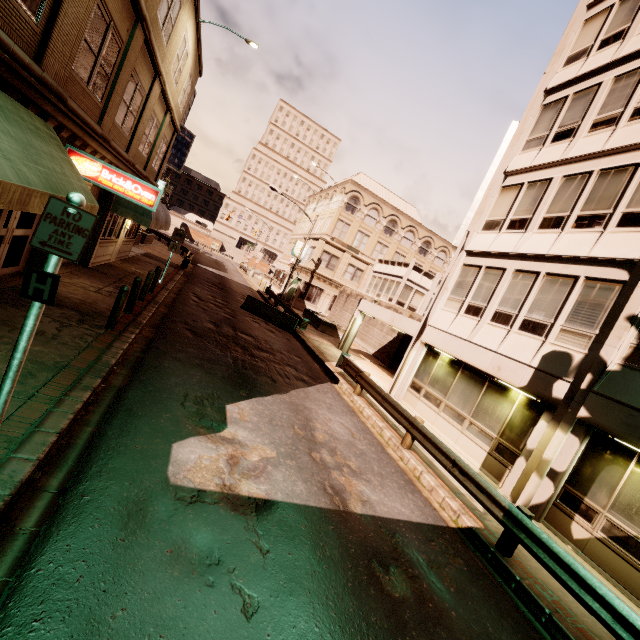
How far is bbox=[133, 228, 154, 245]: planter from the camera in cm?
2677

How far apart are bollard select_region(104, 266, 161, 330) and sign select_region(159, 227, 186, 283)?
6.8m

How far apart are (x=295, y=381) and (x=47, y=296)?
8.6m

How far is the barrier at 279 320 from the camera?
20.4m

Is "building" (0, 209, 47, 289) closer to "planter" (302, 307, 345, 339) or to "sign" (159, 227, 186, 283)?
"sign" (159, 227, 186, 283)

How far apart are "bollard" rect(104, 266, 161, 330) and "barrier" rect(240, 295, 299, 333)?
10.5m

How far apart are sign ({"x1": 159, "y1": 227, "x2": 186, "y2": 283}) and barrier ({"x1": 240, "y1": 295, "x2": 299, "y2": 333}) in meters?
5.4

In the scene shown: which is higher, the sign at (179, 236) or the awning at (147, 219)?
the awning at (147, 219)
